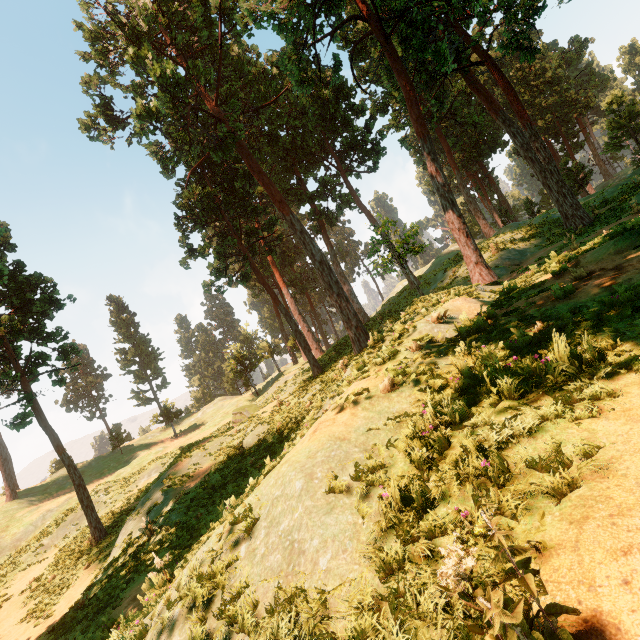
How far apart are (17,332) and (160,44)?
24.9m

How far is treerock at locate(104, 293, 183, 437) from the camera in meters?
44.3 m

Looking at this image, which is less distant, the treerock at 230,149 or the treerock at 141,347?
the treerock at 230,149

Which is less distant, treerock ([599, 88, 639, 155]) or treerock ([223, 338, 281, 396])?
treerock ([599, 88, 639, 155])

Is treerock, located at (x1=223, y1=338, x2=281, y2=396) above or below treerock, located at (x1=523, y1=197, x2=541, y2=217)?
below
